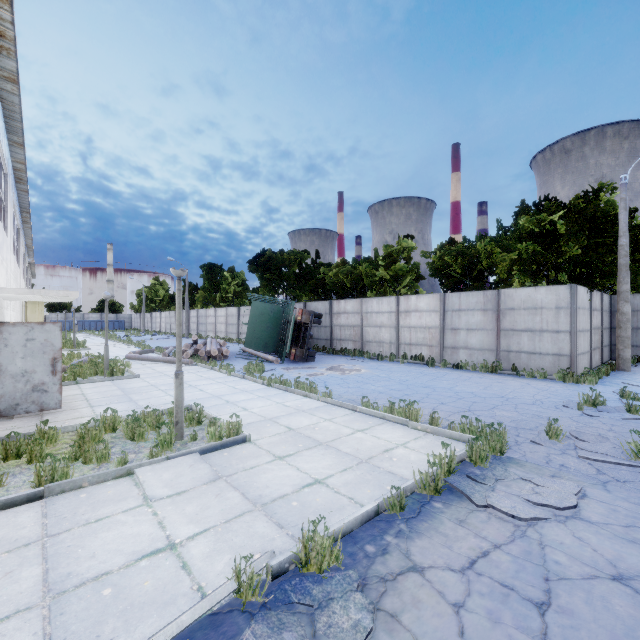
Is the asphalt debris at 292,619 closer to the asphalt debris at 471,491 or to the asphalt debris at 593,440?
the asphalt debris at 471,491

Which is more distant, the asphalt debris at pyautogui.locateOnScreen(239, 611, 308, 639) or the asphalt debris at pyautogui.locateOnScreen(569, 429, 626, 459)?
the asphalt debris at pyautogui.locateOnScreen(569, 429, 626, 459)

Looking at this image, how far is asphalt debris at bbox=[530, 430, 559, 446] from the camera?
5.9m

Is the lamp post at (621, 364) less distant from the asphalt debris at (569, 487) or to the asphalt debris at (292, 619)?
the asphalt debris at (569, 487)

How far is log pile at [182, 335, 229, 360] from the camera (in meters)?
17.12

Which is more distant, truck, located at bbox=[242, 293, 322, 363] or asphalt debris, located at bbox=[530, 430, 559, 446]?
truck, located at bbox=[242, 293, 322, 363]

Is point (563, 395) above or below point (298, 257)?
below
